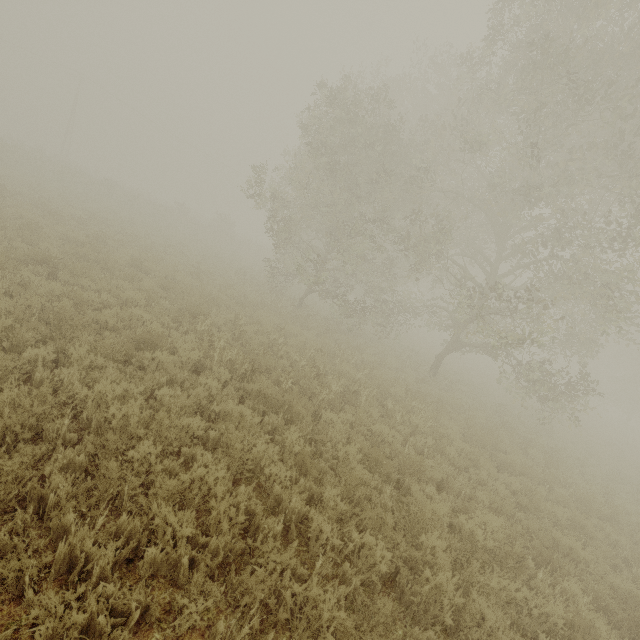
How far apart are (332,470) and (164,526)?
3.55m
